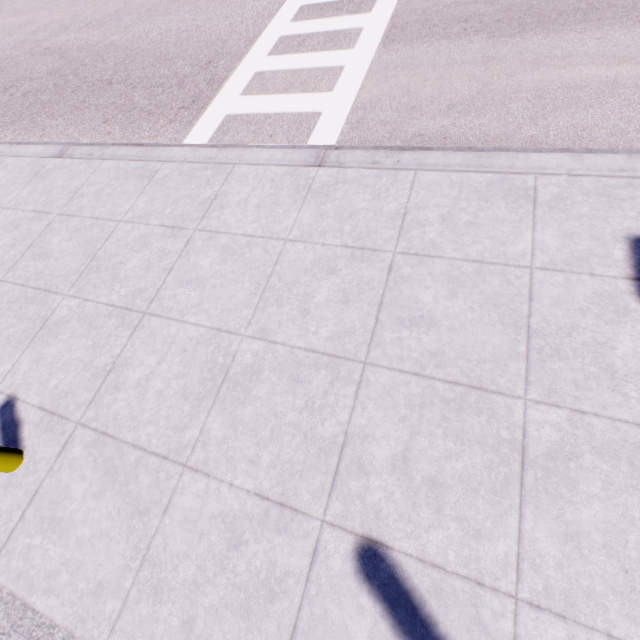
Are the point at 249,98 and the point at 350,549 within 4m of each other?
no
